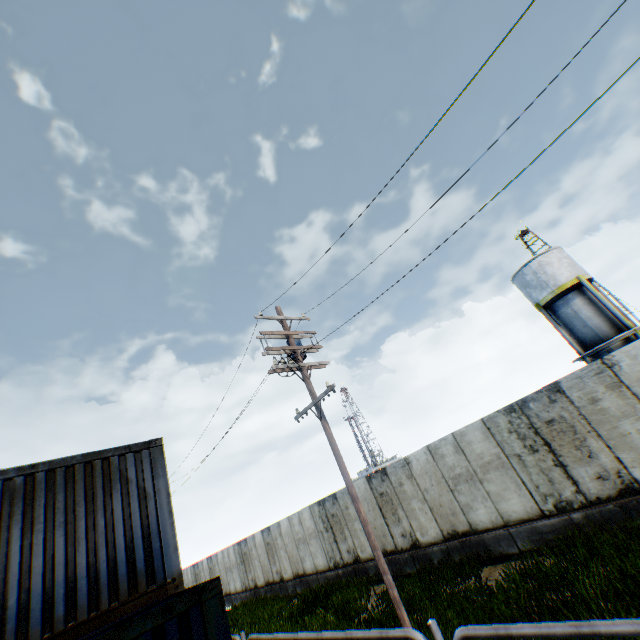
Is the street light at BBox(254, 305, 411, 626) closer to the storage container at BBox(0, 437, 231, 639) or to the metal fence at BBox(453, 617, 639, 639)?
the storage container at BBox(0, 437, 231, 639)

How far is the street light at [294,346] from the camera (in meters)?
7.79

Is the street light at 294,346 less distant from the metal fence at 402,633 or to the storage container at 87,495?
the storage container at 87,495

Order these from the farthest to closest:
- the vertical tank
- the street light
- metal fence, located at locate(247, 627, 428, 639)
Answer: the vertical tank → the street light → metal fence, located at locate(247, 627, 428, 639)

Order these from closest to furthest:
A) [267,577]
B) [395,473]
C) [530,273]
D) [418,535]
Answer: [418,535], [395,473], [267,577], [530,273]

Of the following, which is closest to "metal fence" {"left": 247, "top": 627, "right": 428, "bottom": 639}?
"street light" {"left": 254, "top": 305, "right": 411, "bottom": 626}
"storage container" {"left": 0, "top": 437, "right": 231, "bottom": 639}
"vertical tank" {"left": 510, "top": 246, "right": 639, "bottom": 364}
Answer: "storage container" {"left": 0, "top": 437, "right": 231, "bottom": 639}

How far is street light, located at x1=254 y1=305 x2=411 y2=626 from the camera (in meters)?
7.79
